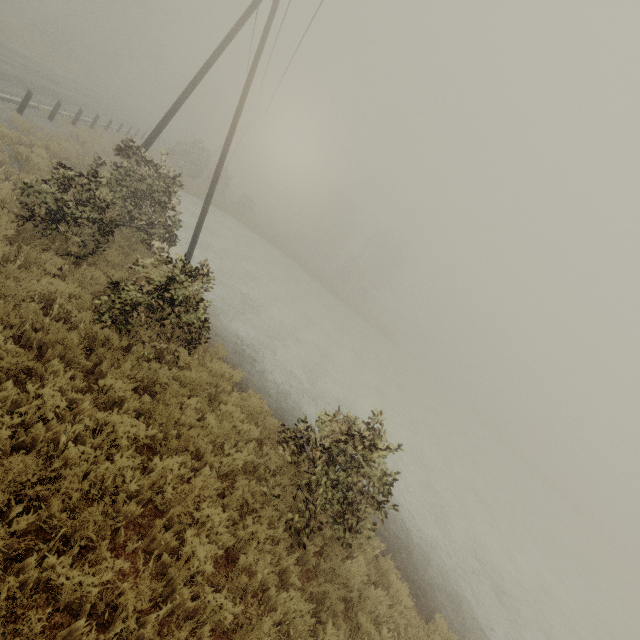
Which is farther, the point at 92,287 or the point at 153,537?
the point at 92,287
